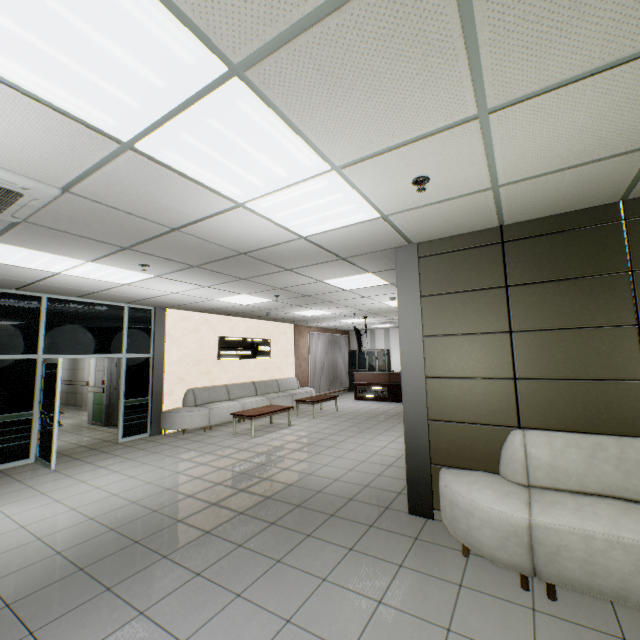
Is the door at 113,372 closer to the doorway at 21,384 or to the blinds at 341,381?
the doorway at 21,384

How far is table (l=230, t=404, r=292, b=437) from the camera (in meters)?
7.76

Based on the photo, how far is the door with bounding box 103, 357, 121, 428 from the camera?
9.41m

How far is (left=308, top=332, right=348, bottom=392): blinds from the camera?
14.4m

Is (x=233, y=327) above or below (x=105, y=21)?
below

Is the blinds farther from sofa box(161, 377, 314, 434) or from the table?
the table

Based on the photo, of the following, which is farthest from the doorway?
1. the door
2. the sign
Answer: the sign

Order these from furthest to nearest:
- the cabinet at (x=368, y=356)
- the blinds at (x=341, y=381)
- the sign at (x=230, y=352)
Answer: the cabinet at (x=368, y=356), the blinds at (x=341, y=381), the sign at (x=230, y=352)
